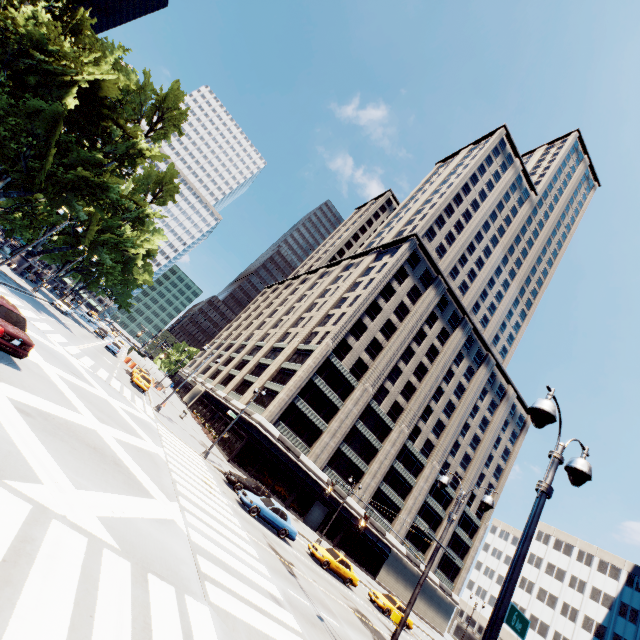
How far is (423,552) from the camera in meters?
52.6

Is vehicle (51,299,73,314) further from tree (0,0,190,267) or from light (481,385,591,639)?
light (481,385,591,639)

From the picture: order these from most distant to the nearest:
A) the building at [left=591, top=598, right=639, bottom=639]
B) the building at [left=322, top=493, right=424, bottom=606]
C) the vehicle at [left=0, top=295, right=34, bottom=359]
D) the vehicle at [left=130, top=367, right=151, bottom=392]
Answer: the building at [left=591, top=598, right=639, bottom=639] < the building at [left=322, top=493, right=424, bottom=606] < the vehicle at [left=130, top=367, right=151, bottom=392] < the vehicle at [left=0, top=295, right=34, bottom=359]

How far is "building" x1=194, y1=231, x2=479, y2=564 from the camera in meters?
41.0 m

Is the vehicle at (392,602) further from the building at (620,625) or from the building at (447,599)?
the building at (620,625)

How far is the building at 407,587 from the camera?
44.0 meters

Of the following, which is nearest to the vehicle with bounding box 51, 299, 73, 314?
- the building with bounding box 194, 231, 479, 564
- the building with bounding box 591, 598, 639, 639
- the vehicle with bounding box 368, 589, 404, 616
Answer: the building with bounding box 194, 231, 479, 564

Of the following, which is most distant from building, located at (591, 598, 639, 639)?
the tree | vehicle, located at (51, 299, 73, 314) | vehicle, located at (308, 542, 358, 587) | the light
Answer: vehicle, located at (51, 299, 73, 314)
